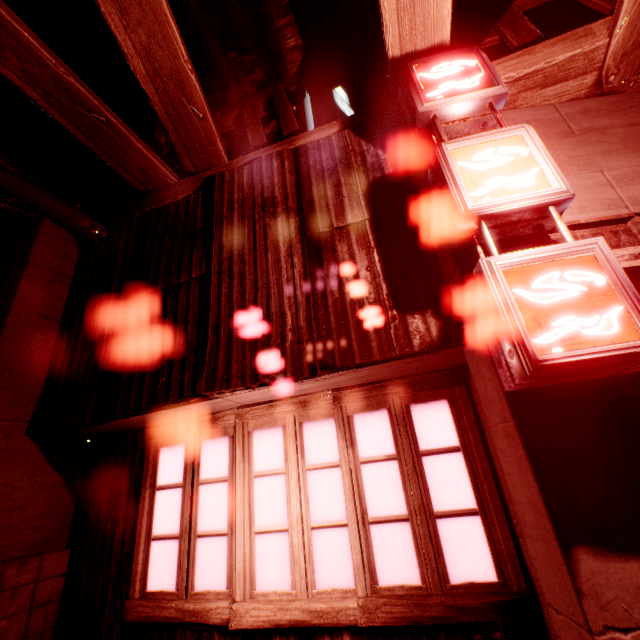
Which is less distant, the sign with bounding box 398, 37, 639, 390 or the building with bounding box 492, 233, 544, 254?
the sign with bounding box 398, 37, 639, 390

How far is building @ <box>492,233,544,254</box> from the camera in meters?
2.2

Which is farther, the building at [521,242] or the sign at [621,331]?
the building at [521,242]

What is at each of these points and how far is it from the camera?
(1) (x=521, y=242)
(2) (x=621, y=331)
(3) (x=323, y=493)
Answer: (1) building, 2.2 meters
(2) sign, 1.5 meters
(3) building, 2.6 meters

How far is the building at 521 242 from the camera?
2.2 meters
